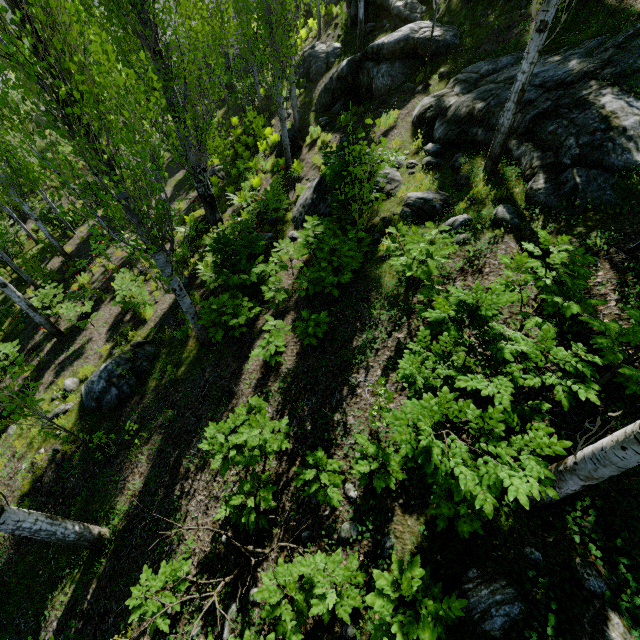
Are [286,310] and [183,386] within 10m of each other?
yes

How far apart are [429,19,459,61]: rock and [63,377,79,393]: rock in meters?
13.7

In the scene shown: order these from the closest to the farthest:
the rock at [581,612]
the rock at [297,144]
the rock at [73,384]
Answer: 1. the rock at [581,612]
2. the rock at [73,384]
3. the rock at [297,144]

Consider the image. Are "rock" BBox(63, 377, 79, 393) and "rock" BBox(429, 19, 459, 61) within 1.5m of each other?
no

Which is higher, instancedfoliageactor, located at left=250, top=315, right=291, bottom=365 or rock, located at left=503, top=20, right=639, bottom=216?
rock, located at left=503, top=20, right=639, bottom=216

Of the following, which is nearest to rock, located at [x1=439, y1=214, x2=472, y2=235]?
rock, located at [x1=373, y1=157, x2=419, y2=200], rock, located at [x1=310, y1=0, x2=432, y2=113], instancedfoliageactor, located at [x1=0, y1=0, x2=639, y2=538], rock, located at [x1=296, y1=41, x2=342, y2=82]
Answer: instancedfoliageactor, located at [x1=0, y1=0, x2=639, y2=538]

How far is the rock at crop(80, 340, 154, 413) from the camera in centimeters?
756cm

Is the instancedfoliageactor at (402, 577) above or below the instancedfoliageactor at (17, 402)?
above
